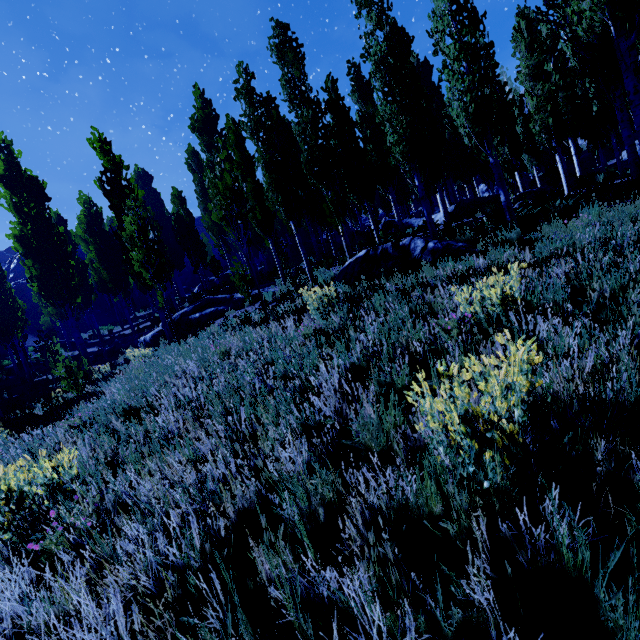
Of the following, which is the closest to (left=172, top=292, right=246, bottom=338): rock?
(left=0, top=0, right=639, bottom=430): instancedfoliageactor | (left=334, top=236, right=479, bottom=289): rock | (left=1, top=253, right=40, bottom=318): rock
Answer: (left=0, top=0, right=639, bottom=430): instancedfoliageactor

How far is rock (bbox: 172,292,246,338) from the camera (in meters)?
14.50

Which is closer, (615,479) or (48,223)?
(615,479)

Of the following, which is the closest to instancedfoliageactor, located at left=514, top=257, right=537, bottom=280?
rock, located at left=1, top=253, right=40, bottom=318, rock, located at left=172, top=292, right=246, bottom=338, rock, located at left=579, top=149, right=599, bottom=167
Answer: rock, located at left=579, top=149, right=599, bottom=167

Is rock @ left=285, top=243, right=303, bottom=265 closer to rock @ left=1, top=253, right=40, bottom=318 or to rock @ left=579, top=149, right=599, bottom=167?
rock @ left=579, top=149, right=599, bottom=167

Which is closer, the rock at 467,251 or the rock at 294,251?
the rock at 467,251

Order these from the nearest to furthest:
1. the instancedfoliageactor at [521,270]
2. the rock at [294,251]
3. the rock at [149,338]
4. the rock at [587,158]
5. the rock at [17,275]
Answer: the instancedfoliageactor at [521,270], the rock at [149,338], the rock at [294,251], the rock at [587,158], the rock at [17,275]

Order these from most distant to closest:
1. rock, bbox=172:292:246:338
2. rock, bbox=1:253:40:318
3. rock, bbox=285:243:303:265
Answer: rock, bbox=1:253:40:318 → rock, bbox=285:243:303:265 → rock, bbox=172:292:246:338
